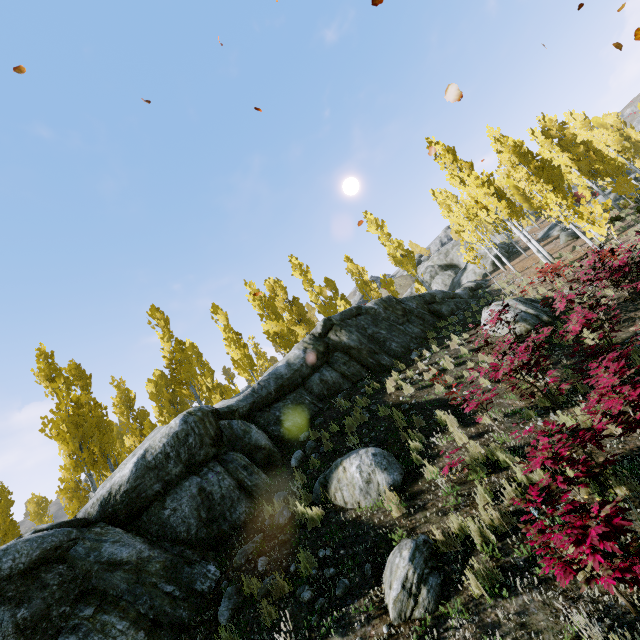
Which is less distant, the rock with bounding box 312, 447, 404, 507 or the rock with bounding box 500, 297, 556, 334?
the rock with bounding box 312, 447, 404, 507

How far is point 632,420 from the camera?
4.7m

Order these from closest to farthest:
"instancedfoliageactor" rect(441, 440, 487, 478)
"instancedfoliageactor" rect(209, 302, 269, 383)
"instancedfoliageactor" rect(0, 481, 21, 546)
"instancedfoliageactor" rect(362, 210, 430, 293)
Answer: "instancedfoliageactor" rect(441, 440, 487, 478)
"instancedfoliageactor" rect(0, 481, 21, 546)
"instancedfoliageactor" rect(209, 302, 269, 383)
"instancedfoliageactor" rect(362, 210, 430, 293)

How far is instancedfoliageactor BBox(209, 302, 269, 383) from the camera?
22.2 meters

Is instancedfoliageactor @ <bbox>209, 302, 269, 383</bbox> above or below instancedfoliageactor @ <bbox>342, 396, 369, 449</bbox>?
above

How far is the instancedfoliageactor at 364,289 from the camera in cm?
2762

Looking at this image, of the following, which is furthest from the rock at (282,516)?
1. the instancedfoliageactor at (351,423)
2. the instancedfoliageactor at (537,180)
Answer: the instancedfoliageactor at (351,423)

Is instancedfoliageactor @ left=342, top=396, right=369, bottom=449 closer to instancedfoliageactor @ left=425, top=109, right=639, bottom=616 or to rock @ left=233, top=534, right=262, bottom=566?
rock @ left=233, top=534, right=262, bottom=566
